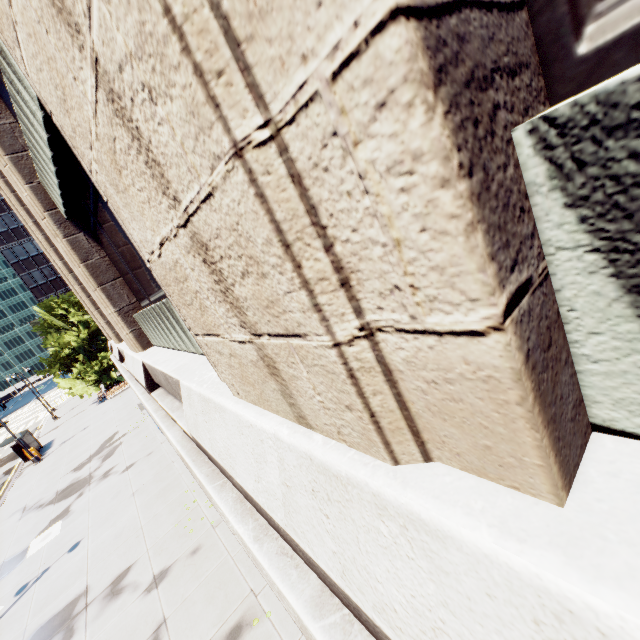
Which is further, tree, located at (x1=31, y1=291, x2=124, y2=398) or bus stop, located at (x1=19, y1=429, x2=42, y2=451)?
tree, located at (x1=31, y1=291, x2=124, y2=398)

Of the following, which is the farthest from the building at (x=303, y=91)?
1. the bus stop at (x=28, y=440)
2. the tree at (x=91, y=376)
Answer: the bus stop at (x=28, y=440)

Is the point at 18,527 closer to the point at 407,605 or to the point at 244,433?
the point at 244,433

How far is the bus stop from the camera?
28.09m

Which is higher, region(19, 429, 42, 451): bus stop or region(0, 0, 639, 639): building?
region(0, 0, 639, 639): building

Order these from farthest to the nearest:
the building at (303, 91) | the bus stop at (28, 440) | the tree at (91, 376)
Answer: the tree at (91, 376)
the bus stop at (28, 440)
the building at (303, 91)

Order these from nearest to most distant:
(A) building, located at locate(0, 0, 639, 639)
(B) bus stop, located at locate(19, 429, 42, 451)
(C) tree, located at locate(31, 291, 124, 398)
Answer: (A) building, located at locate(0, 0, 639, 639) → (B) bus stop, located at locate(19, 429, 42, 451) → (C) tree, located at locate(31, 291, 124, 398)

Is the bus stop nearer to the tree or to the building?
the tree
